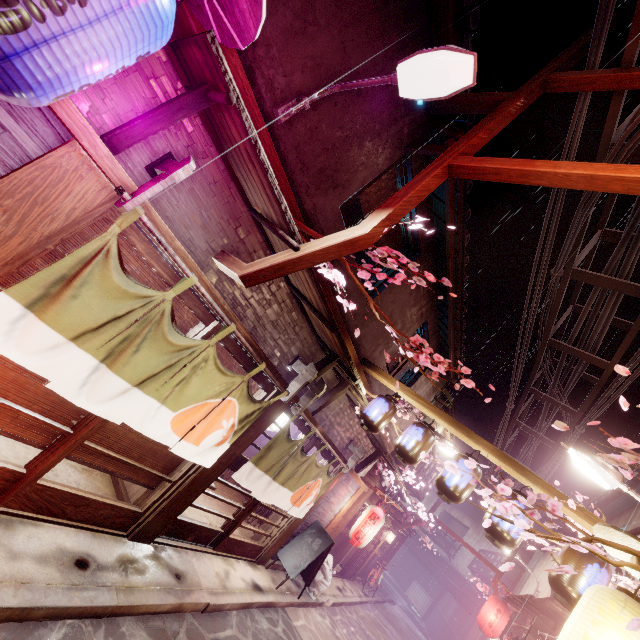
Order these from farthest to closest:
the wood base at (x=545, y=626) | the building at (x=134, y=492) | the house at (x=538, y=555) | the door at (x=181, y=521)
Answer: the house at (x=538, y=555) < the wood base at (x=545, y=626) < the door at (x=181, y=521) < the building at (x=134, y=492)

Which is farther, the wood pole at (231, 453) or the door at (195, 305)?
the wood pole at (231, 453)

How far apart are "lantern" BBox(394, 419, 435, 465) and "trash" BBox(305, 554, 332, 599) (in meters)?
10.00

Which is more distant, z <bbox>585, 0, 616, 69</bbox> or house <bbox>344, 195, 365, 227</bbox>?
house <bbox>344, 195, 365, 227</bbox>

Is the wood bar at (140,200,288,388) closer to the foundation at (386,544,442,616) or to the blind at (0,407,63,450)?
the blind at (0,407,63,450)

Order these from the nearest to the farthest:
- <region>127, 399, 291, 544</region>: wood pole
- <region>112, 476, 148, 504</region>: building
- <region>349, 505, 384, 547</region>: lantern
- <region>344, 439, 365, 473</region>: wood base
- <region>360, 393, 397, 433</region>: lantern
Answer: <region>127, 399, 291, 544</region>: wood pole
<region>112, 476, 148, 504</region>: building
<region>360, 393, 397, 433</region>: lantern
<region>344, 439, 365, 473</region>: wood base
<region>349, 505, 384, 547</region>: lantern

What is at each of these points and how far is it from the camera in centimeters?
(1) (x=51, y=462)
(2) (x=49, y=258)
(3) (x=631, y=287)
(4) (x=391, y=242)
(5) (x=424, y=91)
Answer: (1) door, 602cm
(2) blind, 498cm
(3) z, 937cm
(4) blind, 1102cm
(5) light, 505cm

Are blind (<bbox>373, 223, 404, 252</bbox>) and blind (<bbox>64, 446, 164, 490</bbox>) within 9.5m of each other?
yes
